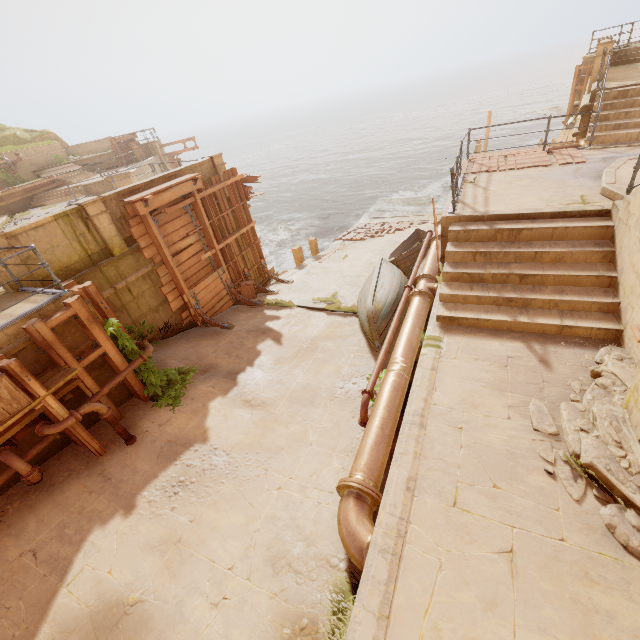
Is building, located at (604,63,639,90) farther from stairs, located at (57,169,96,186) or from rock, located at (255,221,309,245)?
stairs, located at (57,169,96,186)

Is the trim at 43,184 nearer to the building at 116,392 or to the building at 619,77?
the building at 116,392

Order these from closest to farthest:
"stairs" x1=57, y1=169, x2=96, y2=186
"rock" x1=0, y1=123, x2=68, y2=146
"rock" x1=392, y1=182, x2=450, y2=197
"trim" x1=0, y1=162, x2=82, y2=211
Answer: "trim" x1=0, y1=162, x2=82, y2=211, "stairs" x1=57, y1=169, x2=96, y2=186, "rock" x1=0, y1=123, x2=68, y2=146, "rock" x1=392, y1=182, x2=450, y2=197

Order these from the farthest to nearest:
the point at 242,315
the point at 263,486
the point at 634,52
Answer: the point at 634,52, the point at 242,315, the point at 263,486

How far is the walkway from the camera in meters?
12.5 m

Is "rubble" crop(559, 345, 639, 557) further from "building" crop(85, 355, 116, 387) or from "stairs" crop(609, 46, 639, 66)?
"stairs" crop(609, 46, 639, 66)

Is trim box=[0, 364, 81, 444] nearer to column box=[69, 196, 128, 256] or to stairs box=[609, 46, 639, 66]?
column box=[69, 196, 128, 256]

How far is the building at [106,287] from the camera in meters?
8.4 m
